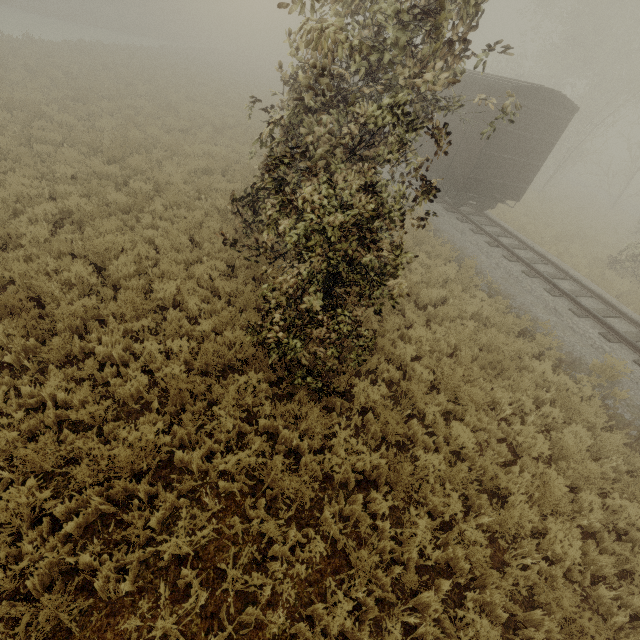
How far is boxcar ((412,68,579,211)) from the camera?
11.62m

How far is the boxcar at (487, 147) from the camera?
11.62m

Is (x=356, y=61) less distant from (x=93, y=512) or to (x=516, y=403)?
(x=93, y=512)
